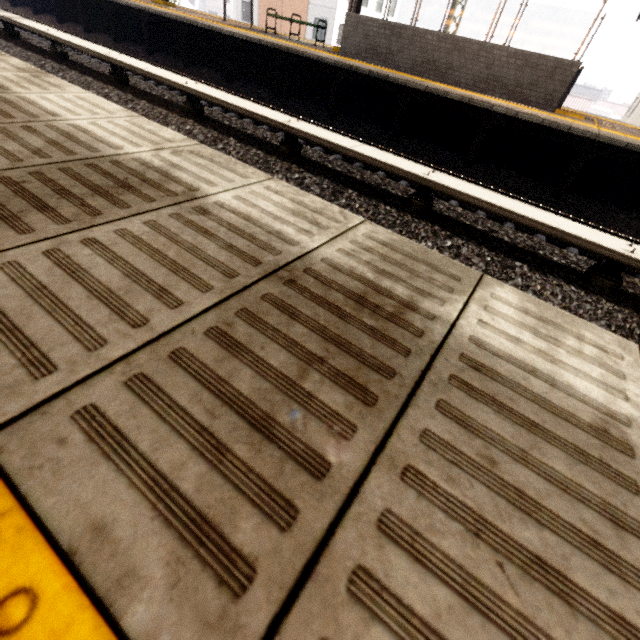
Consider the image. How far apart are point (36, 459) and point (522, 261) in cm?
480

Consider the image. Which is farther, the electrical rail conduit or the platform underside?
the platform underside

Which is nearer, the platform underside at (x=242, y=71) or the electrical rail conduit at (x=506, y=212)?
the electrical rail conduit at (x=506, y=212)
